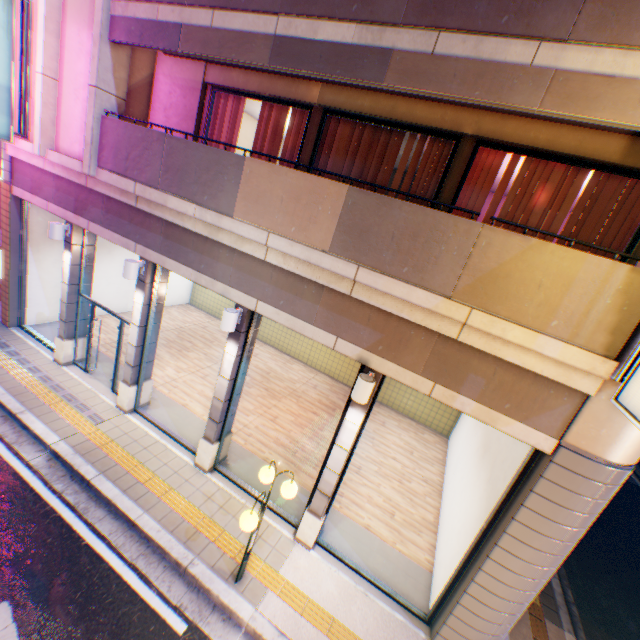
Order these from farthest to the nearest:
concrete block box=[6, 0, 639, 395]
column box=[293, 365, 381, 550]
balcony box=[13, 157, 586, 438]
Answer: column box=[293, 365, 381, 550]
balcony box=[13, 157, 586, 438]
concrete block box=[6, 0, 639, 395]

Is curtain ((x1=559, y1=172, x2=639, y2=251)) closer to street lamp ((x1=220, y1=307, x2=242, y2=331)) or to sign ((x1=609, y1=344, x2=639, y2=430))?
sign ((x1=609, y1=344, x2=639, y2=430))

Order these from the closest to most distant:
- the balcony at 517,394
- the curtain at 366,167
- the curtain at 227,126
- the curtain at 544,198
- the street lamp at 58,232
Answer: the balcony at 517,394 < the curtain at 544,198 < the curtain at 366,167 < the curtain at 227,126 < the street lamp at 58,232

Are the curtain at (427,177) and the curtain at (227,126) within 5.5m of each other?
yes

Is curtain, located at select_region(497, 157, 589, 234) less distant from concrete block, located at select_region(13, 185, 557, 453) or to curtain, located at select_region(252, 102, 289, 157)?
concrete block, located at select_region(13, 185, 557, 453)

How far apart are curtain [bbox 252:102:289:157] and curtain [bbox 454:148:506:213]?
4.1m

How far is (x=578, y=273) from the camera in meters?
3.9

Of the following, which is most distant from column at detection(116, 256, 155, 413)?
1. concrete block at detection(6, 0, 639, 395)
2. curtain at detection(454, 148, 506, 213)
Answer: curtain at detection(454, 148, 506, 213)
